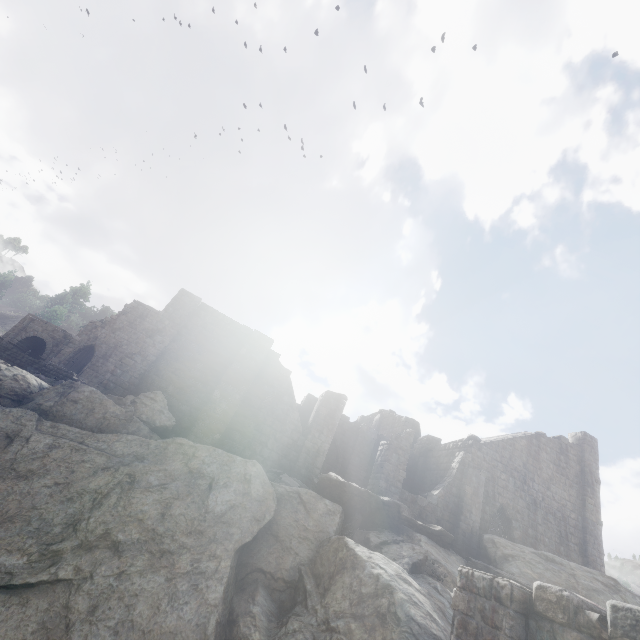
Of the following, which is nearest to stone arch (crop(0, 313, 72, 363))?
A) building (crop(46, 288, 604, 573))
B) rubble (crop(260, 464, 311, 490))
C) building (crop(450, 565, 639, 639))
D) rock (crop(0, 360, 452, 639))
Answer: rock (crop(0, 360, 452, 639))

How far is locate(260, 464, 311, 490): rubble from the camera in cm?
1367

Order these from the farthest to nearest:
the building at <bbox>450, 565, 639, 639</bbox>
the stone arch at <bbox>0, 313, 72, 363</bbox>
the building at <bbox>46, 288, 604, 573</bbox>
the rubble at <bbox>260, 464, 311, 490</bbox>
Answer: the stone arch at <bbox>0, 313, 72, 363</bbox> → the building at <bbox>46, 288, 604, 573</bbox> → the rubble at <bbox>260, 464, 311, 490</bbox> → the building at <bbox>450, 565, 639, 639</bbox>

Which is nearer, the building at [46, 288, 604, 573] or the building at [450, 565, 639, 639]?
the building at [450, 565, 639, 639]

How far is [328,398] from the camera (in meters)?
18.23

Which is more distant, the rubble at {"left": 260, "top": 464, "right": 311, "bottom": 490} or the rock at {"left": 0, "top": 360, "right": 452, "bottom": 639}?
the rubble at {"left": 260, "top": 464, "right": 311, "bottom": 490}

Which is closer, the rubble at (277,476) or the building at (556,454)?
the rubble at (277,476)

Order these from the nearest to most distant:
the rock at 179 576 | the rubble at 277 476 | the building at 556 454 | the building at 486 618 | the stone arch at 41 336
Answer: the building at 486 618 → the rock at 179 576 → the rubble at 277 476 → the building at 556 454 → the stone arch at 41 336
